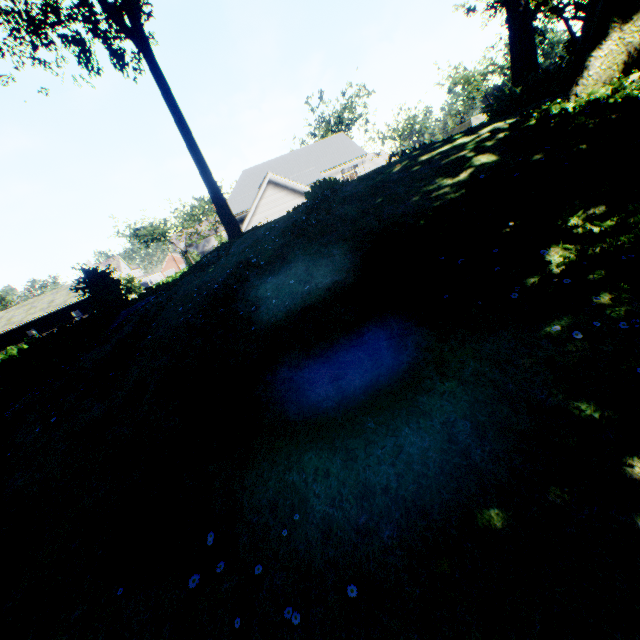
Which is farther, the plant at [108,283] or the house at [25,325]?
the house at [25,325]

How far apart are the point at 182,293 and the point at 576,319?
9.1m

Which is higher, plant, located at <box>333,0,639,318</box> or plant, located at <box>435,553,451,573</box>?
plant, located at <box>333,0,639,318</box>

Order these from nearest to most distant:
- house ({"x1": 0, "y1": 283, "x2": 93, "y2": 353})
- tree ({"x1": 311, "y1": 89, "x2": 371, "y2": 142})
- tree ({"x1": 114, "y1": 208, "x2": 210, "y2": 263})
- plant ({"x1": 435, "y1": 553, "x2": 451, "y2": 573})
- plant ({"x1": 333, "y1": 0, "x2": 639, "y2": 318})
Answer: plant ({"x1": 435, "y1": 553, "x2": 451, "y2": 573}) < plant ({"x1": 333, "y1": 0, "x2": 639, "y2": 318}) < house ({"x1": 0, "y1": 283, "x2": 93, "y2": 353}) < tree ({"x1": 114, "y1": 208, "x2": 210, "y2": 263}) < tree ({"x1": 311, "y1": 89, "x2": 371, "y2": 142})

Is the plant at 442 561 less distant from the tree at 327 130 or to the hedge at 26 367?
the tree at 327 130

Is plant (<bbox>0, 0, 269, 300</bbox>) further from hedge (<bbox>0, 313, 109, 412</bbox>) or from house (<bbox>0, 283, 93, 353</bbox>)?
house (<bbox>0, 283, 93, 353</bbox>)

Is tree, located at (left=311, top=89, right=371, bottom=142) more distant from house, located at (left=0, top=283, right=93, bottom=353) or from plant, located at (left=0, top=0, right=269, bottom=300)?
house, located at (left=0, top=283, right=93, bottom=353)

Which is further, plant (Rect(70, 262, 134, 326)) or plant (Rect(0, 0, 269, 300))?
plant (Rect(70, 262, 134, 326))
